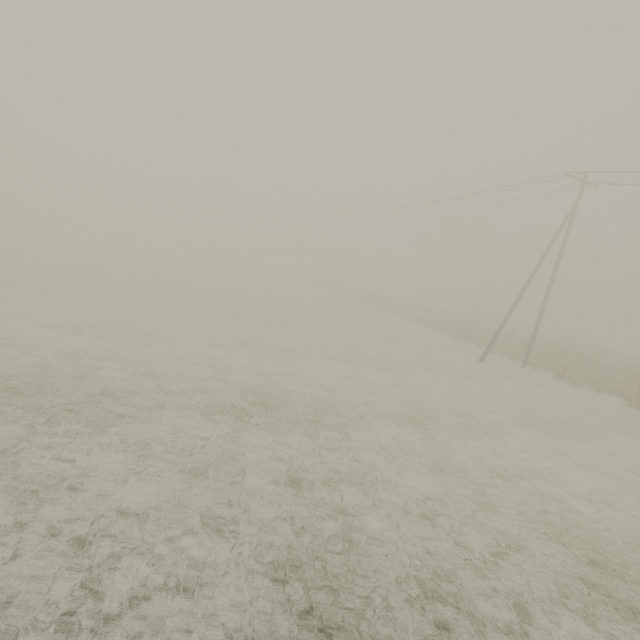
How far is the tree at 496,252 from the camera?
30.6 meters

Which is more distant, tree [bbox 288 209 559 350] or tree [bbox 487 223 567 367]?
tree [bbox 288 209 559 350]

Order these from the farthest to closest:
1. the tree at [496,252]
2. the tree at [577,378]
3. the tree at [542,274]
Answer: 1. the tree at [496,252]
2. the tree at [542,274]
3. the tree at [577,378]

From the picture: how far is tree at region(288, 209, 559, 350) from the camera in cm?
3058

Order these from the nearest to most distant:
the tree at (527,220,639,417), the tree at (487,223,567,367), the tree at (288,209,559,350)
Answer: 1. the tree at (527,220,639,417)
2. the tree at (487,223,567,367)
3. the tree at (288,209,559,350)

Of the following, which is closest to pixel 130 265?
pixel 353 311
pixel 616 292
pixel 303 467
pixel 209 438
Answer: pixel 353 311
